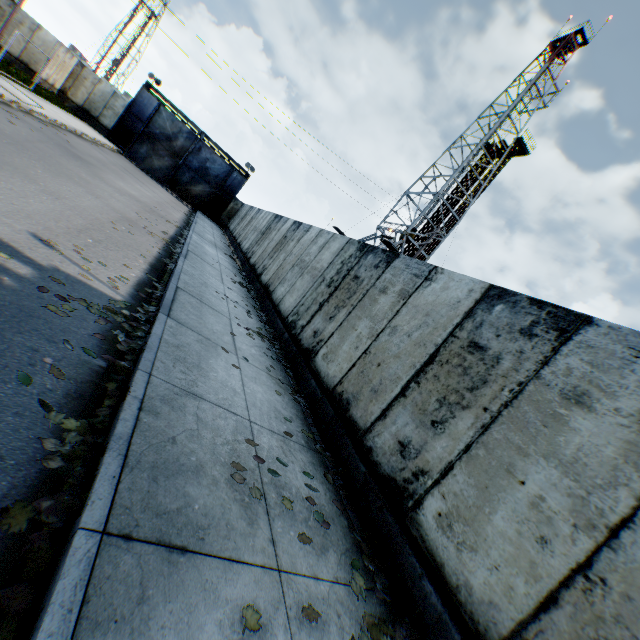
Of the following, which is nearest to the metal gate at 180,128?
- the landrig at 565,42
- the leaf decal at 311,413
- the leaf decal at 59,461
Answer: the landrig at 565,42

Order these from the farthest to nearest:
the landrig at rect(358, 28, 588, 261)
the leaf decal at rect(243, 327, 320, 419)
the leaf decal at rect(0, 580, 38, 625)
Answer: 1. the landrig at rect(358, 28, 588, 261)
2. the leaf decal at rect(243, 327, 320, 419)
3. the leaf decal at rect(0, 580, 38, 625)

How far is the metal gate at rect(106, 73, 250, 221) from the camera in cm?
2822

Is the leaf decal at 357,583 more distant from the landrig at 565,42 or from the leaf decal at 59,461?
the landrig at 565,42

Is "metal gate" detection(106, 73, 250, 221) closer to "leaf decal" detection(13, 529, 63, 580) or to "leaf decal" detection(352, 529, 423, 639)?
"leaf decal" detection(13, 529, 63, 580)

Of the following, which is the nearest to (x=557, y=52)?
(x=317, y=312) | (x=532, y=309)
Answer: (x=317, y=312)

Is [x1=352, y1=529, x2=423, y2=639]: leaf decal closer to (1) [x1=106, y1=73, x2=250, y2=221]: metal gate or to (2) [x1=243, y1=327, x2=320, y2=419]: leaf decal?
(2) [x1=243, y1=327, x2=320, y2=419]: leaf decal

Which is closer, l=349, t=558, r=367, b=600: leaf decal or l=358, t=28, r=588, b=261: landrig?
l=349, t=558, r=367, b=600: leaf decal
